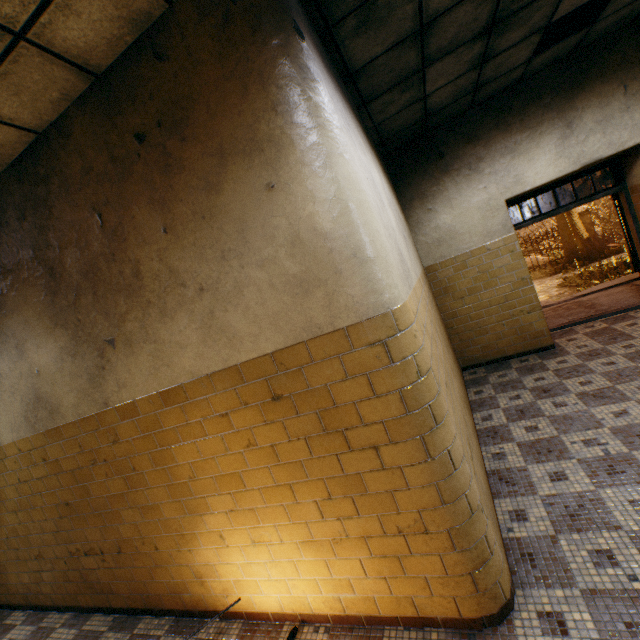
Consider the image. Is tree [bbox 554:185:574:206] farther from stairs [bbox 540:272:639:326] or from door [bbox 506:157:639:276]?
door [bbox 506:157:639:276]

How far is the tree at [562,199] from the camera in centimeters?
1708cm

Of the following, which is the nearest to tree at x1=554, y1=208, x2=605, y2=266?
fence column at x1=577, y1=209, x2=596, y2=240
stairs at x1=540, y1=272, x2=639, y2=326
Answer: fence column at x1=577, y1=209, x2=596, y2=240

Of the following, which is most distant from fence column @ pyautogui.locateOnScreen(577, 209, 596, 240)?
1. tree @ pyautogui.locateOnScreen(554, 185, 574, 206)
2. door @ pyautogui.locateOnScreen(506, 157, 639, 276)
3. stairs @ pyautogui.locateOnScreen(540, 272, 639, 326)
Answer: door @ pyautogui.locateOnScreen(506, 157, 639, 276)

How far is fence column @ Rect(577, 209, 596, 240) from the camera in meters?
18.2 m

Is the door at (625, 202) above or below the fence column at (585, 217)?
above

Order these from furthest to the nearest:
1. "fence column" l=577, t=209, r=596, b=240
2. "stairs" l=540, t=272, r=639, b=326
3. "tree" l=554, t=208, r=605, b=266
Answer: "fence column" l=577, t=209, r=596, b=240 → "tree" l=554, t=208, r=605, b=266 → "stairs" l=540, t=272, r=639, b=326

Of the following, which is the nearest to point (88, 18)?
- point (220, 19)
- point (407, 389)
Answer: point (220, 19)
